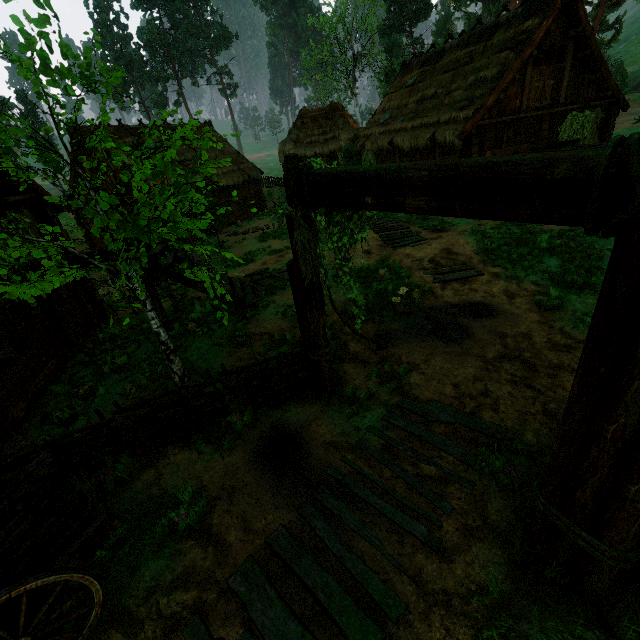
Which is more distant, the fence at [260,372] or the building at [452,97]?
the building at [452,97]

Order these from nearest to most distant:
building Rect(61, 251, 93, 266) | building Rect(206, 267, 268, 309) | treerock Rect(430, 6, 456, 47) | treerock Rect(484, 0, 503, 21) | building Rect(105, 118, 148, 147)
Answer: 1. building Rect(61, 251, 93, 266)
2. building Rect(206, 267, 268, 309)
3. building Rect(105, 118, 148, 147)
4. treerock Rect(430, 6, 456, 47)
5. treerock Rect(484, 0, 503, 21)

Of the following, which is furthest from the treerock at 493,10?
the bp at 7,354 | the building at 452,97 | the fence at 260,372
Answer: the bp at 7,354

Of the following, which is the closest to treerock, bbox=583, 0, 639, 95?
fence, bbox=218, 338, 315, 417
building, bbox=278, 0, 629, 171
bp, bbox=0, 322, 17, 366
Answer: building, bbox=278, 0, 629, 171

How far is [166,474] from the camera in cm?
456

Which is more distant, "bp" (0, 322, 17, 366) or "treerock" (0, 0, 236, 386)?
"bp" (0, 322, 17, 366)

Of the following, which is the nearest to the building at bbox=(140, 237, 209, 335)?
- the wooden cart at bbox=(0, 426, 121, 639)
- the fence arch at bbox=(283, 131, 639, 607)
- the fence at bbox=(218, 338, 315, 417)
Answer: the fence at bbox=(218, 338, 315, 417)

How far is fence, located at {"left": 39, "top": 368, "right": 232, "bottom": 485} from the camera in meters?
4.3
